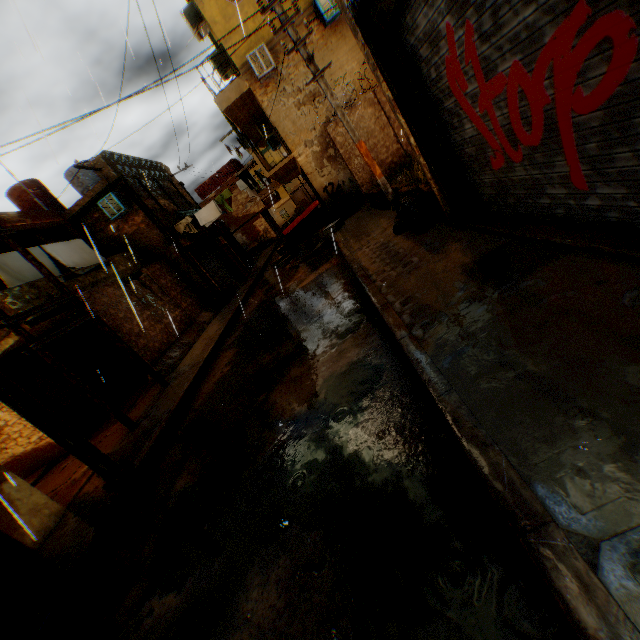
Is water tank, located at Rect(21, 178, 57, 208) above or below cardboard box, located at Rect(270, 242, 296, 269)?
above

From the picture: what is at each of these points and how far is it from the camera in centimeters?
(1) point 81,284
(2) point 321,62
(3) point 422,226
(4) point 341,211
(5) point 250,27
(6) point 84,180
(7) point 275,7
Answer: (1) balcony, 1037cm
(2) building, 1268cm
(3) trash bag, 609cm
(4) trash bag, 1411cm
(5) building, 1222cm
(6) water tank, 1692cm
(7) electric pole, 664cm

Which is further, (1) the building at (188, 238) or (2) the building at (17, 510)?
(1) the building at (188, 238)

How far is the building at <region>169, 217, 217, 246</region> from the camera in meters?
15.2

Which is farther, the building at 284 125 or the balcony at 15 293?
the building at 284 125

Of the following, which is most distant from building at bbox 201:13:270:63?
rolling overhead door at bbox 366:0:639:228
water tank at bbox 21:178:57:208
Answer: water tank at bbox 21:178:57:208

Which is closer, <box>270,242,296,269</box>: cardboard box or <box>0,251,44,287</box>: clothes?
<box>0,251,44,287</box>: clothes
